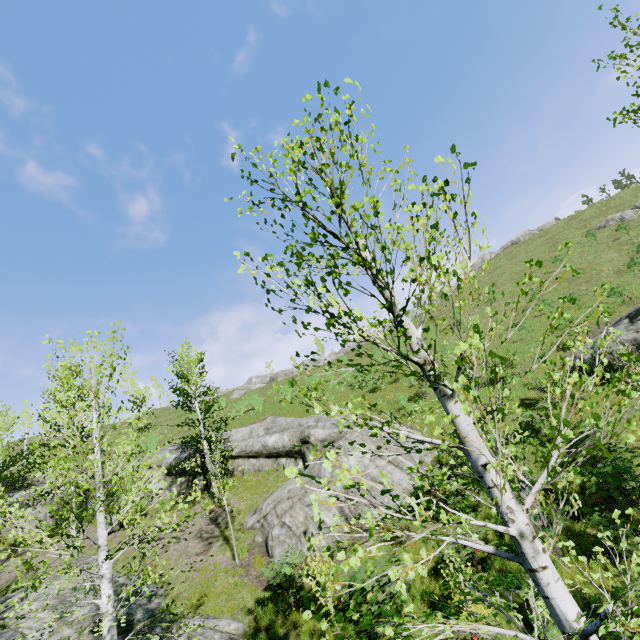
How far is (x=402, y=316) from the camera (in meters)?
2.61

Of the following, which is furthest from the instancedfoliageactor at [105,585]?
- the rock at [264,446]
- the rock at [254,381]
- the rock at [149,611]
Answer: the rock at [254,381]

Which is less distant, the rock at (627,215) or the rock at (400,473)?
the rock at (400,473)

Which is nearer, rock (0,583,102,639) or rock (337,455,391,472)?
rock (0,583,102,639)

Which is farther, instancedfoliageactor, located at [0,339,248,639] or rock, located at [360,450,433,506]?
rock, located at [360,450,433,506]

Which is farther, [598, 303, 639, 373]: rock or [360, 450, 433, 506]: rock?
[598, 303, 639, 373]: rock

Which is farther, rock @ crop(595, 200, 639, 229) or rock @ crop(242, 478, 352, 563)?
rock @ crop(595, 200, 639, 229)

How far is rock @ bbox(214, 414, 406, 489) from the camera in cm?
1521
